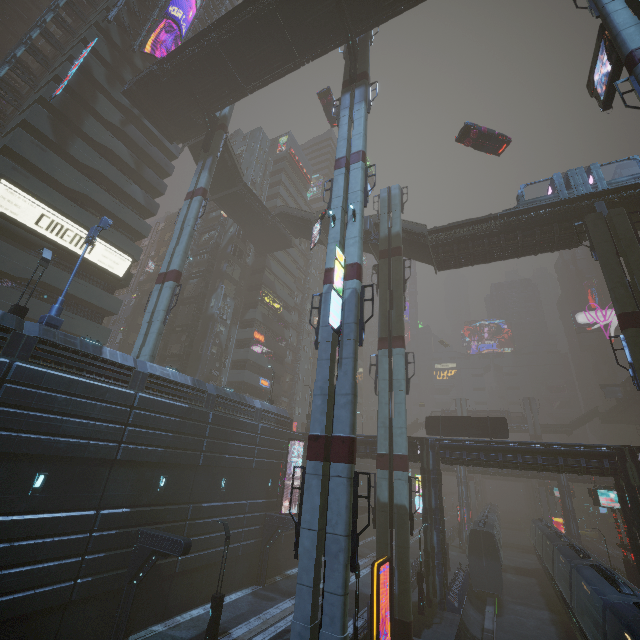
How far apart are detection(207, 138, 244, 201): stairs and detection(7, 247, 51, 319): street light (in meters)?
22.99

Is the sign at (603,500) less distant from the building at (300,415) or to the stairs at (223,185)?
the building at (300,415)

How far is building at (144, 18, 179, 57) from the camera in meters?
37.1 m

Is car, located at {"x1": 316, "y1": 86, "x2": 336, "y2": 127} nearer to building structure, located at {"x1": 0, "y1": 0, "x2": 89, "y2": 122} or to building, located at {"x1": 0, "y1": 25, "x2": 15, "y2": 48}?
building structure, located at {"x1": 0, "y1": 0, "x2": 89, "y2": 122}

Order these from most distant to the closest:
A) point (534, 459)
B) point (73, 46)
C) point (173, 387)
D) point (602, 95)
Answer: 1. point (73, 46)
2. point (534, 459)
3. point (173, 387)
4. point (602, 95)

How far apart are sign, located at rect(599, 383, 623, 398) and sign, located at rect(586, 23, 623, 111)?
56.3m

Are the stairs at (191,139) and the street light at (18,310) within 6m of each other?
no
